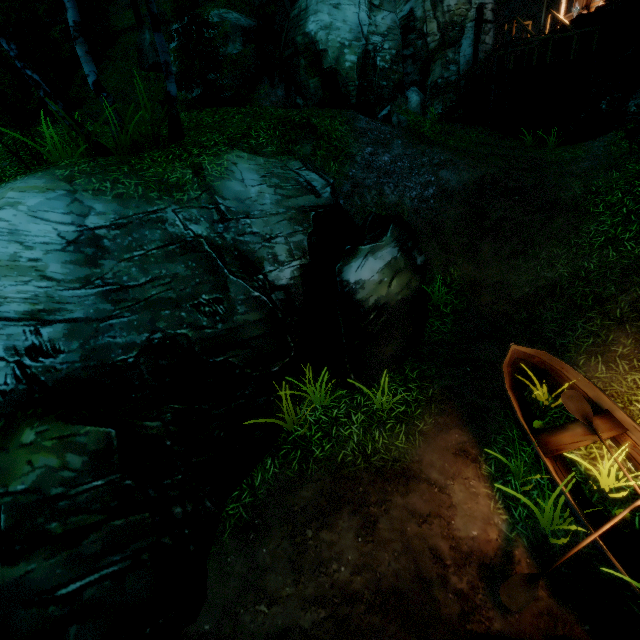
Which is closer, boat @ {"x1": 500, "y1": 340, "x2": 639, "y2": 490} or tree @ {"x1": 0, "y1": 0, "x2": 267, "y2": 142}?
boat @ {"x1": 500, "y1": 340, "x2": 639, "y2": 490}

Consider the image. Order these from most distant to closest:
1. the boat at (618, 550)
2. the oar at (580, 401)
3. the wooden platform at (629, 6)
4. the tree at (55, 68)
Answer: the wooden platform at (629, 6), the tree at (55, 68), the oar at (580, 401), the boat at (618, 550)

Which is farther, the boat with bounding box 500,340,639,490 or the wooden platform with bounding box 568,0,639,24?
the wooden platform with bounding box 568,0,639,24

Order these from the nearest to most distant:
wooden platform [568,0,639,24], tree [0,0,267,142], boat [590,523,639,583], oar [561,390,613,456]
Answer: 1. boat [590,523,639,583]
2. oar [561,390,613,456]
3. tree [0,0,267,142]
4. wooden platform [568,0,639,24]

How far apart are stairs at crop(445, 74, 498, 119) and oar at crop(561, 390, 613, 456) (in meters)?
12.82

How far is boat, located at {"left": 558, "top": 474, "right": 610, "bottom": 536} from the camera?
4.2m

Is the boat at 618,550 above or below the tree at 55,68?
below

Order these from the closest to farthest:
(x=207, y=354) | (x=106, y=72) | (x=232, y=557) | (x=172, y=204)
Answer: (x=232, y=557)
(x=207, y=354)
(x=172, y=204)
(x=106, y=72)
